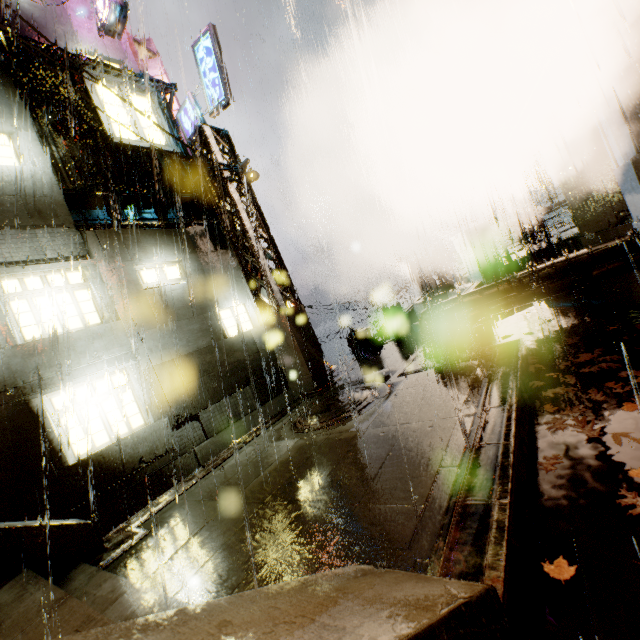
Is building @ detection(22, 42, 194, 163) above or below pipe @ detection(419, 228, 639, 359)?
above

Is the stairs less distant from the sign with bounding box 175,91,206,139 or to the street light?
the sign with bounding box 175,91,206,139

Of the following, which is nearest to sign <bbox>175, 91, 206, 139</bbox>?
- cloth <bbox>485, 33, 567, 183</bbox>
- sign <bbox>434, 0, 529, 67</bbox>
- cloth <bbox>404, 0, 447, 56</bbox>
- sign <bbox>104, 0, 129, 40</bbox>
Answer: sign <bbox>104, 0, 129, 40</bbox>

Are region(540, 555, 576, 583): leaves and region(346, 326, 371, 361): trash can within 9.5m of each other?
no

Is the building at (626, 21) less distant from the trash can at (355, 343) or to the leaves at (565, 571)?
the trash can at (355, 343)

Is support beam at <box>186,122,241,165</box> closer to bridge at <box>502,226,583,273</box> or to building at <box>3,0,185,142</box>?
building at <box>3,0,185,142</box>

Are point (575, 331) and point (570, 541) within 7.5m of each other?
yes

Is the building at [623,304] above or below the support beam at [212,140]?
below
